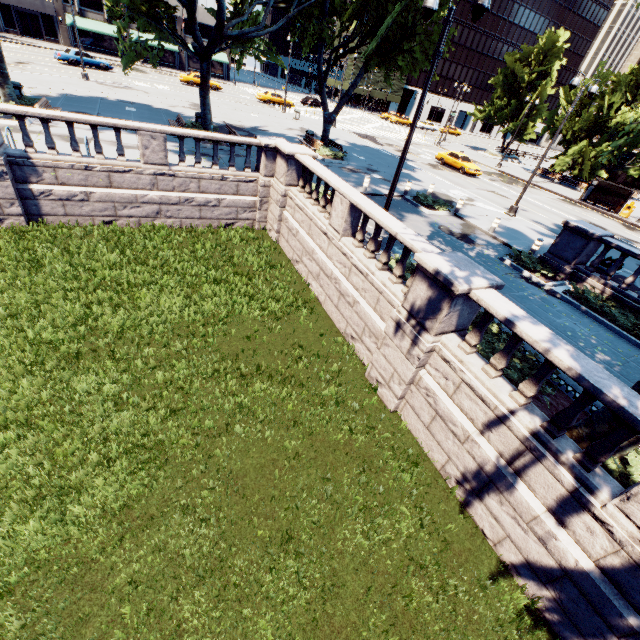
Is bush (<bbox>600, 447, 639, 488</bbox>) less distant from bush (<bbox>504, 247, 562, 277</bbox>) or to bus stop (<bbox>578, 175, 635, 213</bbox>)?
bush (<bbox>504, 247, 562, 277</bbox>)

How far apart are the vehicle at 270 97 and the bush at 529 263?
41.8 meters

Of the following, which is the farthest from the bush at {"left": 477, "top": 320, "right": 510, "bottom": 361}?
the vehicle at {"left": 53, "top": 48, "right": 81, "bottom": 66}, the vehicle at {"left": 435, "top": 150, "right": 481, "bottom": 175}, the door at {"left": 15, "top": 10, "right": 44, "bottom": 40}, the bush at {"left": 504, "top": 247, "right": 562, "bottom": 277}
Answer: the door at {"left": 15, "top": 10, "right": 44, "bottom": 40}

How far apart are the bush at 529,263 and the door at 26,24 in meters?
70.2

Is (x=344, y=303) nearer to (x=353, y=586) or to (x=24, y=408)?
(x=353, y=586)

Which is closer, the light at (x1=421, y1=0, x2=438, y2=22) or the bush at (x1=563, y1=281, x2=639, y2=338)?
the light at (x1=421, y1=0, x2=438, y2=22)

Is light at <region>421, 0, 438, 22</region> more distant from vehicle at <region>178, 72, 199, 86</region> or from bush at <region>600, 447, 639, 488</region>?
vehicle at <region>178, 72, 199, 86</region>

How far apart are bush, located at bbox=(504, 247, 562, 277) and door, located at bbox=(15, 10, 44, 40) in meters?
70.2 m
